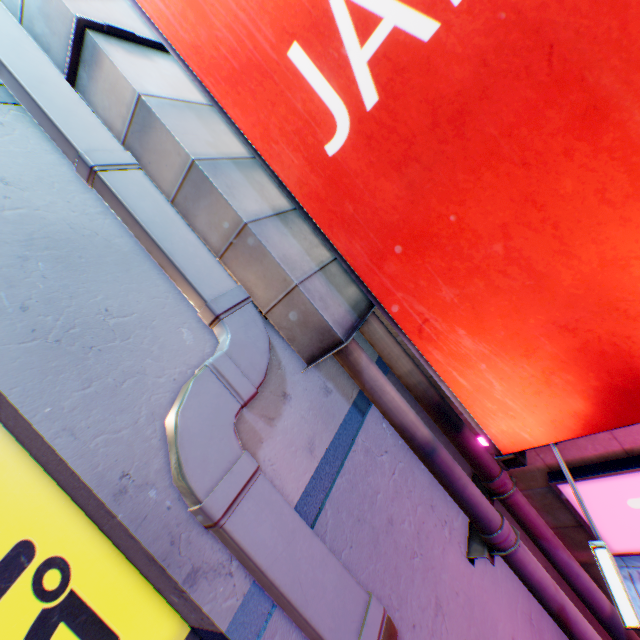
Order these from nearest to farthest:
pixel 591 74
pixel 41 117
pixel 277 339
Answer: pixel 591 74
pixel 41 117
pixel 277 339

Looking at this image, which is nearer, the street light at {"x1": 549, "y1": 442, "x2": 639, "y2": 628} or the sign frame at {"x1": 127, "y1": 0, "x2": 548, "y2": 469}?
the street light at {"x1": 549, "y1": 442, "x2": 639, "y2": 628}

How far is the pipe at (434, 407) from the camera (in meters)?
2.70

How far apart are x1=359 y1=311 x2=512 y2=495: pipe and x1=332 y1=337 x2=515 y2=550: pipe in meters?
0.3

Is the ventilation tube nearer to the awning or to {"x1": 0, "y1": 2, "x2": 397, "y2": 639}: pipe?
{"x1": 0, "y1": 2, "x2": 397, "y2": 639}: pipe

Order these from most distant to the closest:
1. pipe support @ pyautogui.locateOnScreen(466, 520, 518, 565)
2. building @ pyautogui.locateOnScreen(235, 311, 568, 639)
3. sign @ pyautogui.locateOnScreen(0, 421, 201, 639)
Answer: pipe support @ pyautogui.locateOnScreen(466, 520, 518, 565)
building @ pyautogui.locateOnScreen(235, 311, 568, 639)
sign @ pyautogui.locateOnScreen(0, 421, 201, 639)

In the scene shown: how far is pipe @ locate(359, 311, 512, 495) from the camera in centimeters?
270cm

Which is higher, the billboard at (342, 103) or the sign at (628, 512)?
the billboard at (342, 103)
